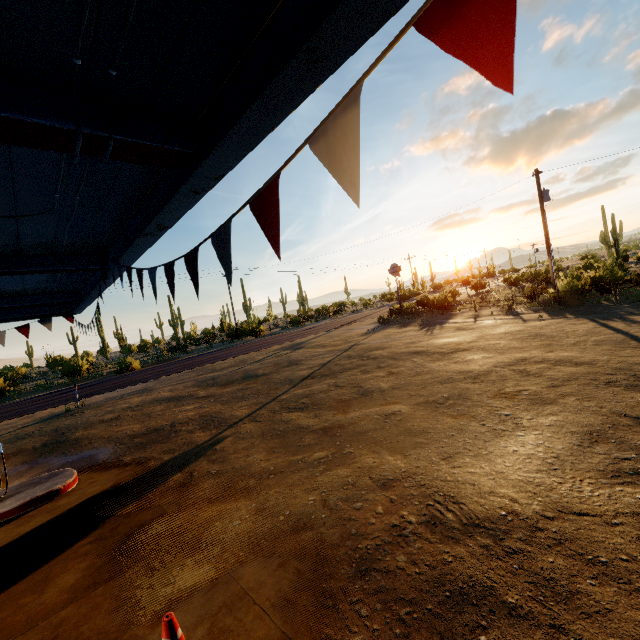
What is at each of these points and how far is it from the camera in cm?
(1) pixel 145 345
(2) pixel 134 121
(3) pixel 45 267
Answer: (1) plant, 4503
(2) beam, 198
(3) beam, 449

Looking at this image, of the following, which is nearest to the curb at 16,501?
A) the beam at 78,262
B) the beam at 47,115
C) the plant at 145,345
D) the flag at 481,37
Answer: the flag at 481,37

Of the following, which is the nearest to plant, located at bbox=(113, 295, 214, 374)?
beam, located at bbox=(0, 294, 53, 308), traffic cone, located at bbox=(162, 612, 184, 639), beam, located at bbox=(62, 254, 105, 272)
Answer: beam, located at bbox=(0, 294, 53, 308)

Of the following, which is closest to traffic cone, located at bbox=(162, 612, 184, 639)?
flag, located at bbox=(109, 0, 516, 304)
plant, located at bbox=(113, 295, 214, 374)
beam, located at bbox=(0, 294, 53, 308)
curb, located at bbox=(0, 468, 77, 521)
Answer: flag, located at bbox=(109, 0, 516, 304)

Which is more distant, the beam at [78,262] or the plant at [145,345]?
the plant at [145,345]

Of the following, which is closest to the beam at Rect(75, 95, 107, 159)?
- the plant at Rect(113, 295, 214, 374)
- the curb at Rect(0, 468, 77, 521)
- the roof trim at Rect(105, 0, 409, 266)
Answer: the roof trim at Rect(105, 0, 409, 266)

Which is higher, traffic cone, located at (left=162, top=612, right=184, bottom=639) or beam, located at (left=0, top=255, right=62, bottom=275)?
beam, located at (left=0, top=255, right=62, bottom=275)

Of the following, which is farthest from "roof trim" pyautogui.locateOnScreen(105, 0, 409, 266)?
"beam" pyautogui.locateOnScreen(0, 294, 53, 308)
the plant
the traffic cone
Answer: the plant
